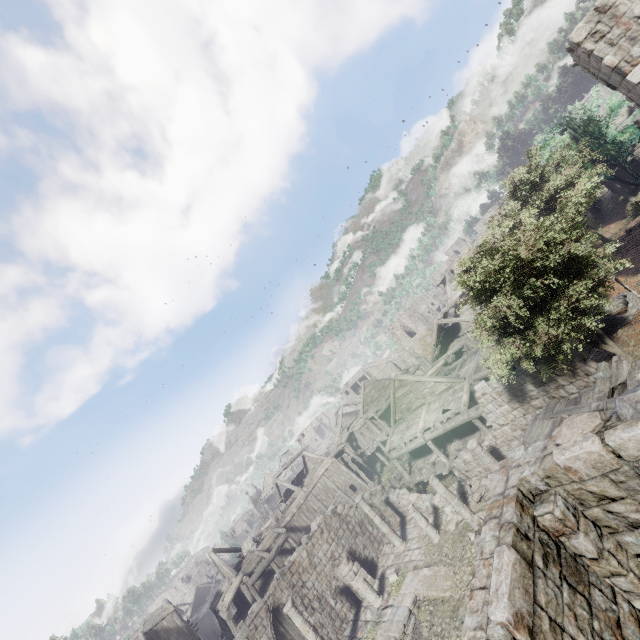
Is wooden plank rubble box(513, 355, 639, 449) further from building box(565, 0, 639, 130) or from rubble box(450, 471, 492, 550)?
rubble box(450, 471, 492, 550)

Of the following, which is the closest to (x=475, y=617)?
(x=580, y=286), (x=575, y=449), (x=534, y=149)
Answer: (x=575, y=449)

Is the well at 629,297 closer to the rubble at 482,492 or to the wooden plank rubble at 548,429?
the wooden plank rubble at 548,429

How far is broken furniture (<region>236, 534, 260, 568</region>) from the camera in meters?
30.3 m

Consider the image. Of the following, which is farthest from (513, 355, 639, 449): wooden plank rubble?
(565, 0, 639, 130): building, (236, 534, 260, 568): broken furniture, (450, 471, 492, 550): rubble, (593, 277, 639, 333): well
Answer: (236, 534, 260, 568): broken furniture

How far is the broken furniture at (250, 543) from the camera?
30.3 meters

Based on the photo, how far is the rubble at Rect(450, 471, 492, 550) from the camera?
14.63m

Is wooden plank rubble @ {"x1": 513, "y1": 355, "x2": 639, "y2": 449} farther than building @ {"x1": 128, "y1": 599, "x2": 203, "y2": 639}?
No
